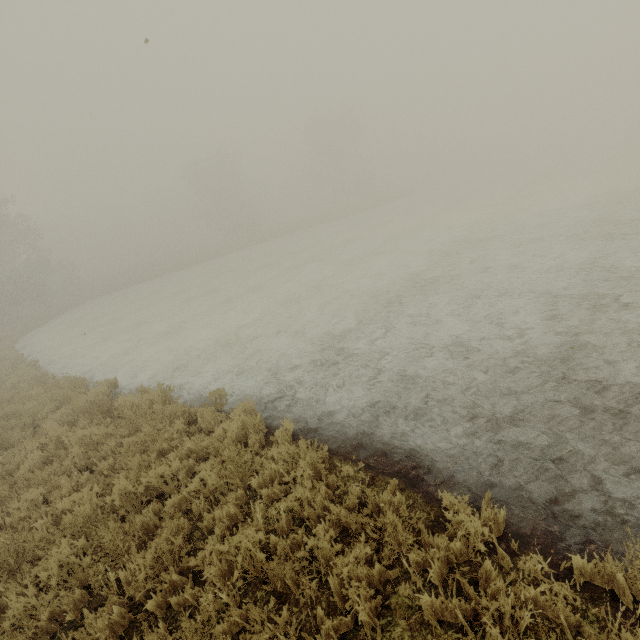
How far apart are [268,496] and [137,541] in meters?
1.7 m
